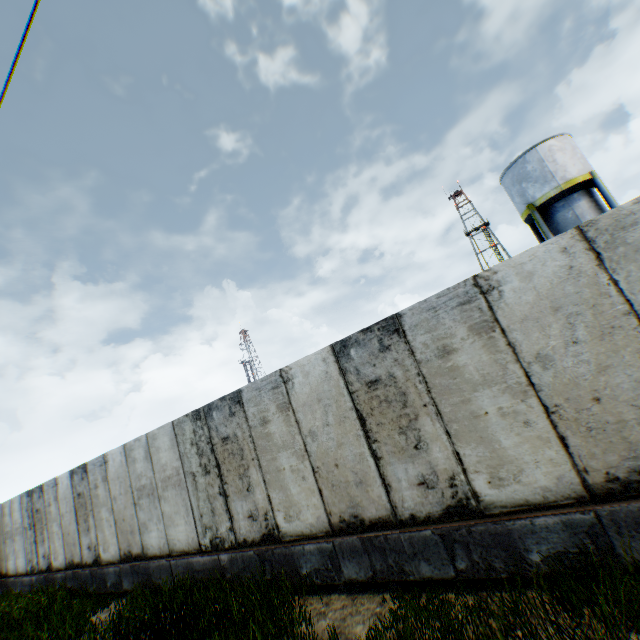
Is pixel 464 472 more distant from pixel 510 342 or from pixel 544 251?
pixel 544 251

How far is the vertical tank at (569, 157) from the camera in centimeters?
1780cm

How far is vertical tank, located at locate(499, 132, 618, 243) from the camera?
17.80m
